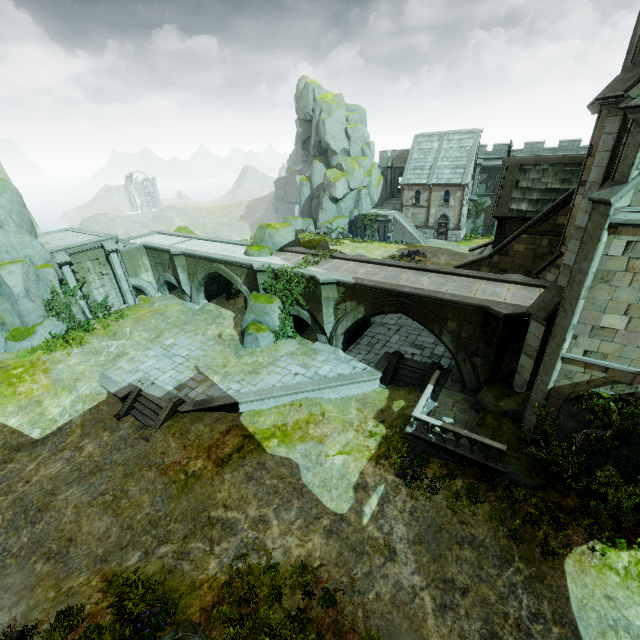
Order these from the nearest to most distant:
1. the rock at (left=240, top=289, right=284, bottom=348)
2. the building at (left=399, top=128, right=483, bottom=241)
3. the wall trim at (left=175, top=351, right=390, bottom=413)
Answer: the wall trim at (left=175, top=351, right=390, bottom=413), the rock at (left=240, top=289, right=284, bottom=348), the building at (left=399, top=128, right=483, bottom=241)

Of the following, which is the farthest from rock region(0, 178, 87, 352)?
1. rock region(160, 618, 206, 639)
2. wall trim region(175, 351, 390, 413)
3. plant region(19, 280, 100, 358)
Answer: rock region(160, 618, 206, 639)

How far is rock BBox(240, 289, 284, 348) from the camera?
20.9m

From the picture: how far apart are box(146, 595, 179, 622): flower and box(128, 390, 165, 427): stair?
8.0m

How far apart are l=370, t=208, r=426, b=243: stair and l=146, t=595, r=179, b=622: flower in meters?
43.7 m

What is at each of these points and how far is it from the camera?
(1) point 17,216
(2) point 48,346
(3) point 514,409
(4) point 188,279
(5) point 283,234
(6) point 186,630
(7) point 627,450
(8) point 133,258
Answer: (1) rock, 20.92m
(2) plant, 20.61m
(3) rock, 13.42m
(4) bridge, 27.03m
(5) rock, 24.20m
(6) rock, 8.88m
(7) rock, 10.21m
(8) bridge arch, 28.33m

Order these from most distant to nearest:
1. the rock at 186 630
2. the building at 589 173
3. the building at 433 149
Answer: the building at 433 149 → the building at 589 173 → the rock at 186 630

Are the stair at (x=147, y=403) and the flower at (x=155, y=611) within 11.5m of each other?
yes
